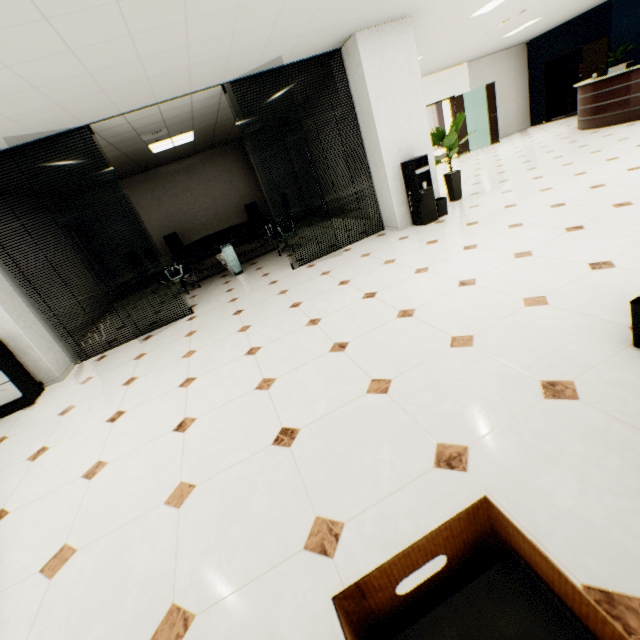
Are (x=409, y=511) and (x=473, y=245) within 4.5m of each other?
yes

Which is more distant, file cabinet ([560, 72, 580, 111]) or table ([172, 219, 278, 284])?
file cabinet ([560, 72, 580, 111])

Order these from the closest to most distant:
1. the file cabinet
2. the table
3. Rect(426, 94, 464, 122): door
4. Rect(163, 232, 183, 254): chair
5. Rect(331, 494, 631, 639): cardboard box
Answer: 1. Rect(331, 494, 631, 639): cardboard box
2. the table
3. Rect(163, 232, 183, 254): chair
4. Rect(426, 94, 464, 122): door
5. the file cabinet

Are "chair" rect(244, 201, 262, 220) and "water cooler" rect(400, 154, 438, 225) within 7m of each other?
yes

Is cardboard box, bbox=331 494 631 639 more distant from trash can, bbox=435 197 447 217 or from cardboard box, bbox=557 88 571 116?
cardboard box, bbox=557 88 571 116

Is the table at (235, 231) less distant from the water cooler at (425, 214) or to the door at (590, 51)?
the water cooler at (425, 214)

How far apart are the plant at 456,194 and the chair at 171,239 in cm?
698

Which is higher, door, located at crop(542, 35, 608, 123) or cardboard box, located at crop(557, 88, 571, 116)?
door, located at crop(542, 35, 608, 123)
